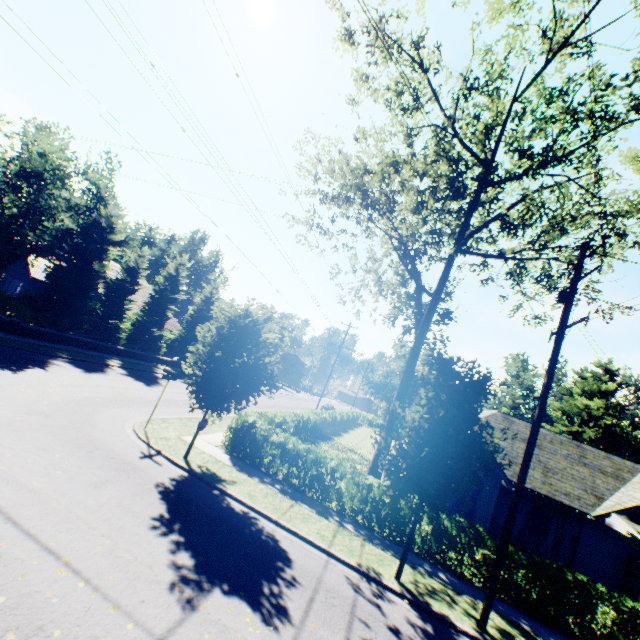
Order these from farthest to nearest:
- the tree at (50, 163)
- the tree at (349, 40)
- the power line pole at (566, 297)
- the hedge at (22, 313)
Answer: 1. the hedge at (22, 313)
2. the tree at (349, 40)
3. the tree at (50, 163)
4. the power line pole at (566, 297)

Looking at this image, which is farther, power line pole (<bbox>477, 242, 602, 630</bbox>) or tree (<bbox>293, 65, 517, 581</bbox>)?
tree (<bbox>293, 65, 517, 581</bbox>)

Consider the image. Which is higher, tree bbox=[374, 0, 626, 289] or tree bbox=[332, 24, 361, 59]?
tree bbox=[332, 24, 361, 59]

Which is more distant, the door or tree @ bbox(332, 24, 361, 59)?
the door

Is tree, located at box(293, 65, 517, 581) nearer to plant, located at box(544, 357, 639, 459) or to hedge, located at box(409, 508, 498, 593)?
plant, located at box(544, 357, 639, 459)

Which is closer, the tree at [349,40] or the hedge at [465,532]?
the hedge at [465,532]

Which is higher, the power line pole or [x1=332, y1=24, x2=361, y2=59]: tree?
[x1=332, y1=24, x2=361, y2=59]: tree

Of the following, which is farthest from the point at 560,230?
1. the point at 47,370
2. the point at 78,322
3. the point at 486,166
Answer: the point at 78,322
